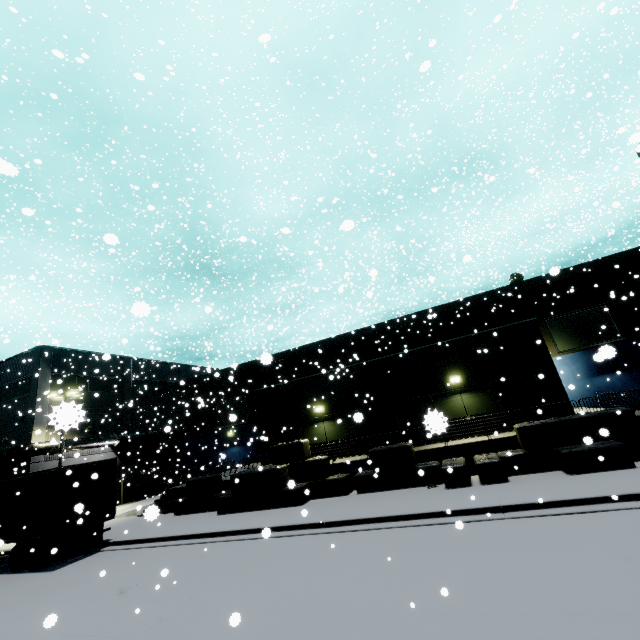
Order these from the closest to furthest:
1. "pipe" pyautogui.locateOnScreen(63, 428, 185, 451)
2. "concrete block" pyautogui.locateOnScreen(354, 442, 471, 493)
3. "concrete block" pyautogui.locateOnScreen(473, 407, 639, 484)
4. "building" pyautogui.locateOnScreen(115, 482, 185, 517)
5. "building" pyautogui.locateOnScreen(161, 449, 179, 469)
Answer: "building" pyautogui.locateOnScreen(115, 482, 185, 517)
"concrete block" pyautogui.locateOnScreen(473, 407, 639, 484)
"concrete block" pyautogui.locateOnScreen(354, 442, 471, 493)
"pipe" pyautogui.locateOnScreen(63, 428, 185, 451)
"building" pyautogui.locateOnScreen(161, 449, 179, 469)

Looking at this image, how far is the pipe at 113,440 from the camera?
27.6 meters

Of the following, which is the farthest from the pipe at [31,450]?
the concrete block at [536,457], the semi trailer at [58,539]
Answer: the concrete block at [536,457]

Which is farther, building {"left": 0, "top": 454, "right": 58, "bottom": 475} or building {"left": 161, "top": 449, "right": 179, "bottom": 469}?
building {"left": 161, "top": 449, "right": 179, "bottom": 469}

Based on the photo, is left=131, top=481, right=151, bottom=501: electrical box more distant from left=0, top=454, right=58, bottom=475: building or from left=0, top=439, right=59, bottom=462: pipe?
left=0, top=439, right=59, bottom=462: pipe

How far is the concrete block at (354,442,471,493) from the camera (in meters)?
12.95

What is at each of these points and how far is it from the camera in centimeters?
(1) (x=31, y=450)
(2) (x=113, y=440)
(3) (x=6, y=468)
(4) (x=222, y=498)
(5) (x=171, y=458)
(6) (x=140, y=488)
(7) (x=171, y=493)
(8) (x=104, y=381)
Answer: (1) pipe, 2541cm
(2) pipe, 3105cm
(3) building, 2678cm
(4) concrete block, 1678cm
(5) building, 3819cm
(6) electrical box, 3247cm
(7) building, 2048cm
(8) building, 3366cm

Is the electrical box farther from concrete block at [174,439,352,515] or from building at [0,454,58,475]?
concrete block at [174,439,352,515]
